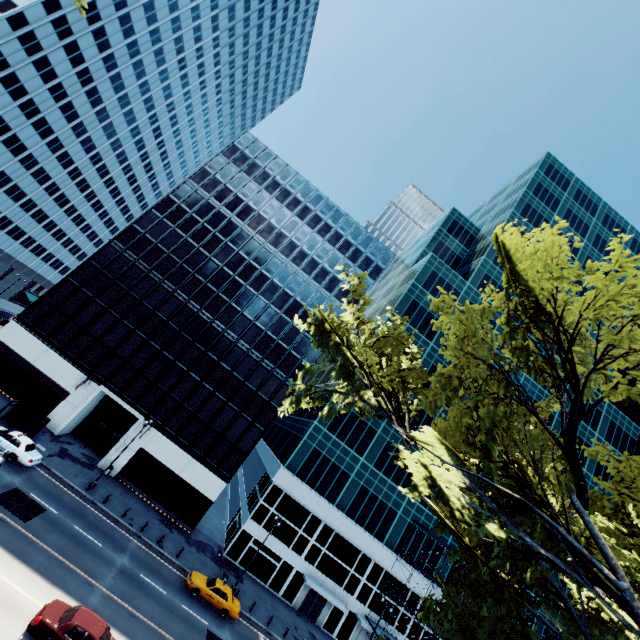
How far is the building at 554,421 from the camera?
51.19m

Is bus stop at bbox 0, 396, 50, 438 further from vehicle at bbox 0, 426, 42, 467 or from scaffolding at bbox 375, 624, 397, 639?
scaffolding at bbox 375, 624, 397, 639

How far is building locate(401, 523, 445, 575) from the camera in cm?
4112

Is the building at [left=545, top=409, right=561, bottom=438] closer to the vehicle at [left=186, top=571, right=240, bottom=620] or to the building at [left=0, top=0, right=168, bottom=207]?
the vehicle at [left=186, top=571, right=240, bottom=620]

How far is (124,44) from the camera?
58.38m

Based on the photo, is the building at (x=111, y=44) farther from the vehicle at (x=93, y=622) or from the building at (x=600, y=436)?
the building at (x=600, y=436)

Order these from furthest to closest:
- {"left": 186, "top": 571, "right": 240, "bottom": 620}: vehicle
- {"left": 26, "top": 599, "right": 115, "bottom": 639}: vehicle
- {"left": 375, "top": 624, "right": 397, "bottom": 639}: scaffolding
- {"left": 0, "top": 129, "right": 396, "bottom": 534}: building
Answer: {"left": 0, "top": 129, "right": 396, "bottom": 534}: building, {"left": 375, "top": 624, "right": 397, "bottom": 639}: scaffolding, {"left": 186, "top": 571, "right": 240, "bottom": 620}: vehicle, {"left": 26, "top": 599, "right": 115, "bottom": 639}: vehicle
